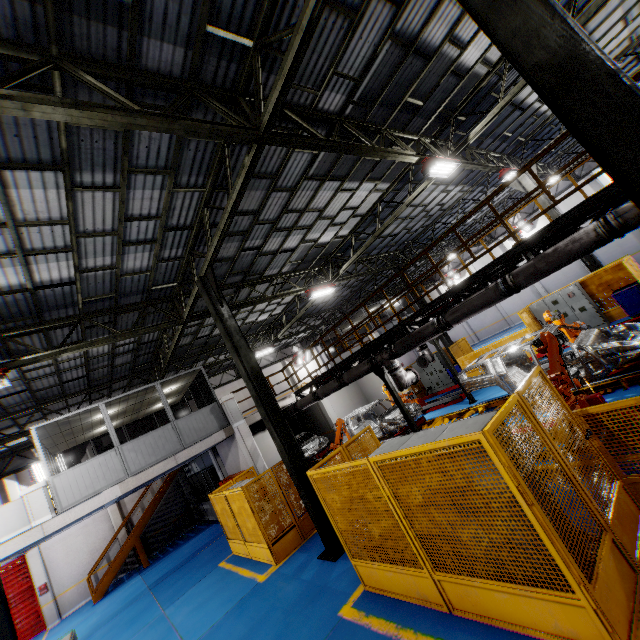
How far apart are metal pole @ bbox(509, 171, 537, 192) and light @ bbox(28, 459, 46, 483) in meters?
29.4 m

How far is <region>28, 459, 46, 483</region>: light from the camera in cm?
1803

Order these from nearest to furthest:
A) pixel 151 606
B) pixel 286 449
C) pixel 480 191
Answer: pixel 286 449 < pixel 151 606 < pixel 480 191

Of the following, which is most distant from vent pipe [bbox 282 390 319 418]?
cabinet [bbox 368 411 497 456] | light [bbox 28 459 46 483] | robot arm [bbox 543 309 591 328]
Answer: light [bbox 28 459 46 483]

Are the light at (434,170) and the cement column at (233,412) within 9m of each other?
no

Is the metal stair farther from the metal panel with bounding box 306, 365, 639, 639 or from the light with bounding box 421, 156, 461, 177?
the light with bounding box 421, 156, 461, 177

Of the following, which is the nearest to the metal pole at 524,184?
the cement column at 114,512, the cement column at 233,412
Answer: the cement column at 233,412

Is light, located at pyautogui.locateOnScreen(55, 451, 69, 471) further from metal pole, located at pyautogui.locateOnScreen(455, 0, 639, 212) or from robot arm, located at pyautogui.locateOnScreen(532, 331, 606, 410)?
metal pole, located at pyautogui.locateOnScreen(455, 0, 639, 212)
